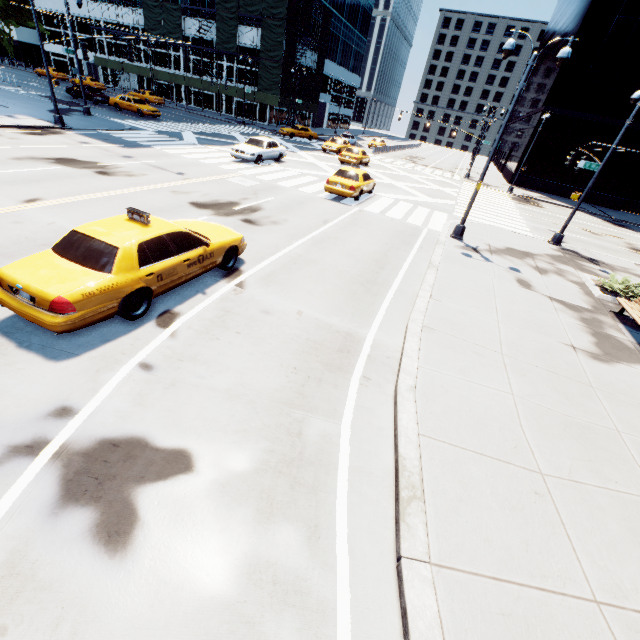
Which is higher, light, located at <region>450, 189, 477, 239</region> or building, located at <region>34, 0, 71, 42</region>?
building, located at <region>34, 0, 71, 42</region>

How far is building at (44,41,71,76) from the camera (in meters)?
57.35

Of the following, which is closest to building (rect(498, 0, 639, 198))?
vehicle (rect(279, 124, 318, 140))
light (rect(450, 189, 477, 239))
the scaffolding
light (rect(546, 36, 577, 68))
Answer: vehicle (rect(279, 124, 318, 140))

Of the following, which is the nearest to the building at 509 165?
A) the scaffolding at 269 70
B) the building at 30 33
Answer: the scaffolding at 269 70

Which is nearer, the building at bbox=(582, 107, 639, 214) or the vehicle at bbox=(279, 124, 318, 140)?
the building at bbox=(582, 107, 639, 214)

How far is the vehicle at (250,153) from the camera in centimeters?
2117cm

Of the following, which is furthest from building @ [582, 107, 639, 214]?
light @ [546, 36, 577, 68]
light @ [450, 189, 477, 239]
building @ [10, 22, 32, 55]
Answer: building @ [10, 22, 32, 55]

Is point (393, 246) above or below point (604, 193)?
below
